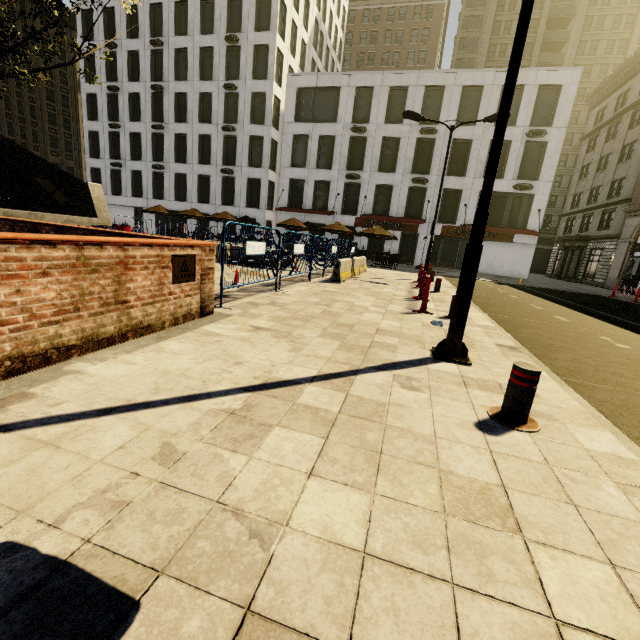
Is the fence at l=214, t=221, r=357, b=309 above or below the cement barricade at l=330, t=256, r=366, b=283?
above

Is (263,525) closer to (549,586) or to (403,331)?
(549,586)

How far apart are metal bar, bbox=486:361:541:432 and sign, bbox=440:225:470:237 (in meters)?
28.72

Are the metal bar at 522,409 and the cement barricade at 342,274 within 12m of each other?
yes

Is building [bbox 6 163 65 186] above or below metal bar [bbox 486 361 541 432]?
above

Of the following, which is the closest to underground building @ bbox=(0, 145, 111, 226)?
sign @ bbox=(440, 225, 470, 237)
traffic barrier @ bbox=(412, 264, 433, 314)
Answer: sign @ bbox=(440, 225, 470, 237)

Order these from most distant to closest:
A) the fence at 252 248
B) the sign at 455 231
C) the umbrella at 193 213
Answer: the sign at 455 231, the umbrella at 193 213, the fence at 252 248

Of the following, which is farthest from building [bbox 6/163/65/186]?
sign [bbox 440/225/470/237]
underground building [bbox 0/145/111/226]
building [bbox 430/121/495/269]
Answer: sign [bbox 440/225/470/237]
